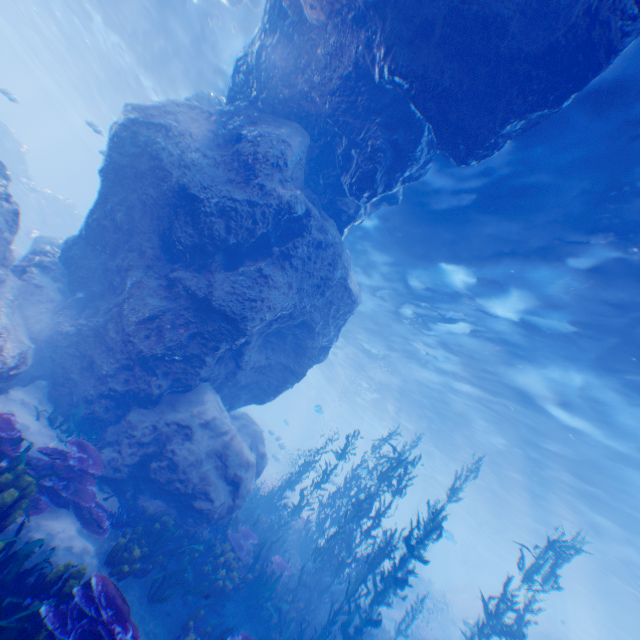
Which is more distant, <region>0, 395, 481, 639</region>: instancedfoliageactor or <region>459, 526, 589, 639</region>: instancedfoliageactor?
<region>459, 526, 589, 639</region>: instancedfoliageactor

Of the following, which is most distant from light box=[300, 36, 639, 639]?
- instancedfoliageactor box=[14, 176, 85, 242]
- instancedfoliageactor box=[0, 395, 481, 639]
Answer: instancedfoliageactor box=[0, 395, 481, 639]

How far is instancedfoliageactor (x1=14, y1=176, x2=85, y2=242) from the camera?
22.9m

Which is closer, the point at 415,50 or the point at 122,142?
the point at 415,50

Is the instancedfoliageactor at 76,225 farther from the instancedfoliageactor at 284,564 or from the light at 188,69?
the instancedfoliageactor at 284,564

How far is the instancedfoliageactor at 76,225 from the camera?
22.9m

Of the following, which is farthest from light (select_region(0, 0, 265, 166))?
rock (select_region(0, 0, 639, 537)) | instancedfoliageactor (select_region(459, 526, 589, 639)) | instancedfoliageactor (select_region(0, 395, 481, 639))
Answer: instancedfoliageactor (select_region(0, 395, 481, 639))

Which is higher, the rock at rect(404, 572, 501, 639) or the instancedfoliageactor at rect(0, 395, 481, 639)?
the rock at rect(404, 572, 501, 639)
